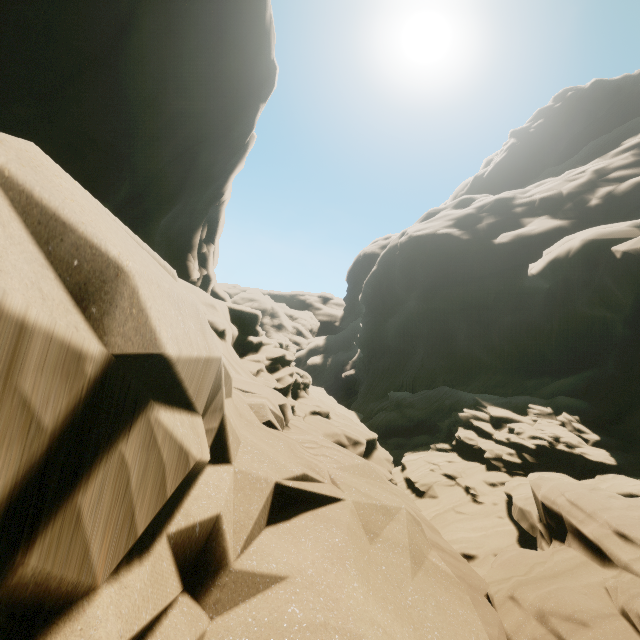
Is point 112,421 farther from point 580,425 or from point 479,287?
point 479,287
